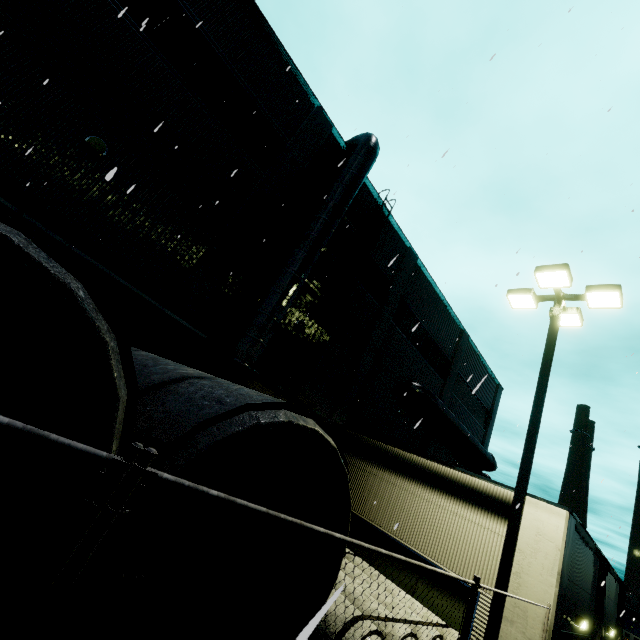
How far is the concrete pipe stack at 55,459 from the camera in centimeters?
184cm

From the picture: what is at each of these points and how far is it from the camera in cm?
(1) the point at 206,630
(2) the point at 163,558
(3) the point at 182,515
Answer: (1) concrete pipe stack, 255
(2) concrete pipe stack, 329
(3) concrete pipe stack, 397

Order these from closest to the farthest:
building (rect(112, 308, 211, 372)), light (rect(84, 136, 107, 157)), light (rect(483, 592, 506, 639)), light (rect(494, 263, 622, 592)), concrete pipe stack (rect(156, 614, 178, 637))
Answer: concrete pipe stack (rect(156, 614, 178, 637)) < light (rect(483, 592, 506, 639)) < light (rect(494, 263, 622, 592)) < light (rect(84, 136, 107, 157)) < building (rect(112, 308, 211, 372))

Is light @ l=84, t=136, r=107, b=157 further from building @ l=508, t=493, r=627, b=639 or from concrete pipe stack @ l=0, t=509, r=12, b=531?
concrete pipe stack @ l=0, t=509, r=12, b=531

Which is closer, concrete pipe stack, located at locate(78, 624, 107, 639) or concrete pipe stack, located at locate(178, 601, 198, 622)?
concrete pipe stack, located at locate(78, 624, 107, 639)

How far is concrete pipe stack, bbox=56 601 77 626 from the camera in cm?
156

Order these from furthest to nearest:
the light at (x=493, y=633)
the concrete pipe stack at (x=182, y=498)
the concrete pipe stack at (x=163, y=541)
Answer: the light at (x=493, y=633), the concrete pipe stack at (x=182, y=498), the concrete pipe stack at (x=163, y=541)
